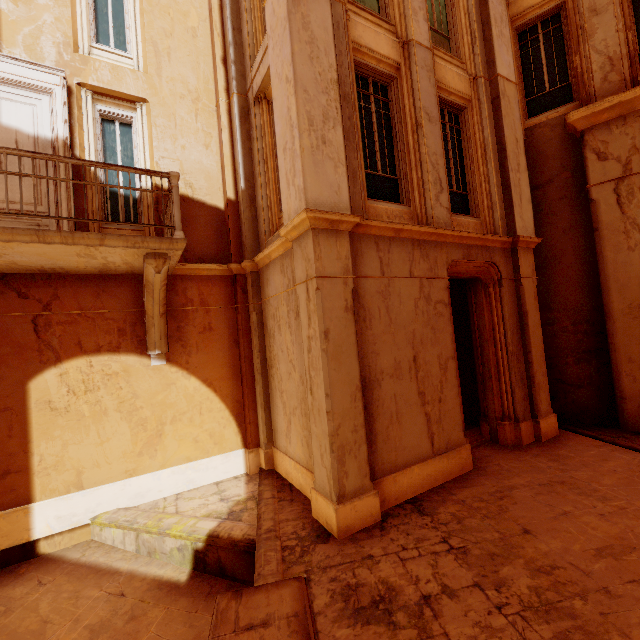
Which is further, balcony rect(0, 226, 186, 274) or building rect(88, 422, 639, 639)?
balcony rect(0, 226, 186, 274)

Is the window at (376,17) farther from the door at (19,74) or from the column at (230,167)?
the door at (19,74)

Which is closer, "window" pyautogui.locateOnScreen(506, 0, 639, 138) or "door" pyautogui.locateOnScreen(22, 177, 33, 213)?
"door" pyautogui.locateOnScreen(22, 177, 33, 213)

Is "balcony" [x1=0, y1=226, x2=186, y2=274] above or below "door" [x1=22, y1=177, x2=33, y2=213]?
below

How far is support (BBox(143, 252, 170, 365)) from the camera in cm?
515

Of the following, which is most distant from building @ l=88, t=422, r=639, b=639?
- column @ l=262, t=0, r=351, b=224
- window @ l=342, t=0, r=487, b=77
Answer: window @ l=342, t=0, r=487, b=77

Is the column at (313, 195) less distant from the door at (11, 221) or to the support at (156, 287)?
the support at (156, 287)

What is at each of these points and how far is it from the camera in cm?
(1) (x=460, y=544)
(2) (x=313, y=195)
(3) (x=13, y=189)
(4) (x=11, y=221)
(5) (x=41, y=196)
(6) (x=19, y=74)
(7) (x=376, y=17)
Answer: (1) building, 408
(2) column, 466
(3) door, 559
(4) door, 554
(5) door, 575
(6) door, 566
(7) window, 630
